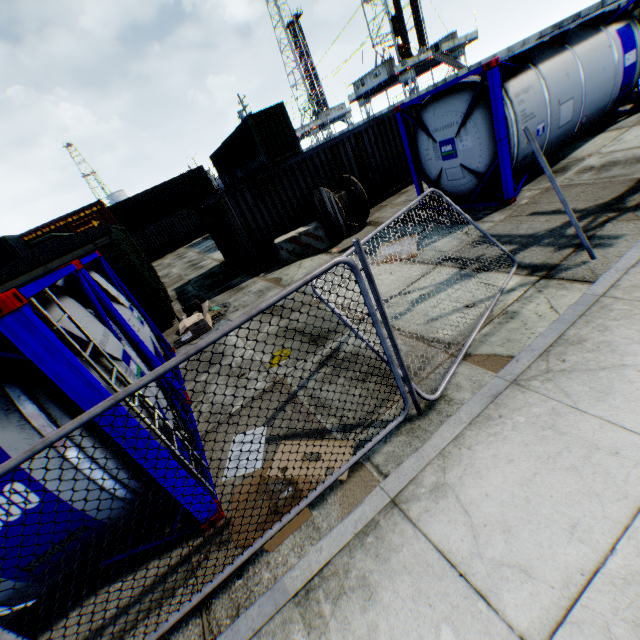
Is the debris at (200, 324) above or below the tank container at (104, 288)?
below

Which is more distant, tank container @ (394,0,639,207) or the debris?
the debris

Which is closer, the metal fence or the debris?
the metal fence

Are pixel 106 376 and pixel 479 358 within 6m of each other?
yes

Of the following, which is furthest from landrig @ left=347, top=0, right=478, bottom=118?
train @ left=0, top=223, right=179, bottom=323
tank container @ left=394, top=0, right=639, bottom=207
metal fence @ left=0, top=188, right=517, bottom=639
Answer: metal fence @ left=0, top=188, right=517, bottom=639

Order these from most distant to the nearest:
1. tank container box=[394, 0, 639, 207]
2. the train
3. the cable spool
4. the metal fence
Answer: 1. the cable spool
2. the train
3. tank container box=[394, 0, 639, 207]
4. the metal fence

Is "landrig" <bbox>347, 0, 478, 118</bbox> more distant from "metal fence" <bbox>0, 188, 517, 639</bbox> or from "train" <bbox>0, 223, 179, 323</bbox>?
"metal fence" <bbox>0, 188, 517, 639</bbox>

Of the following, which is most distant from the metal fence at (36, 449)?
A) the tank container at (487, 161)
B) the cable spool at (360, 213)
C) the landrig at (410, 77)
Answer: the landrig at (410, 77)
